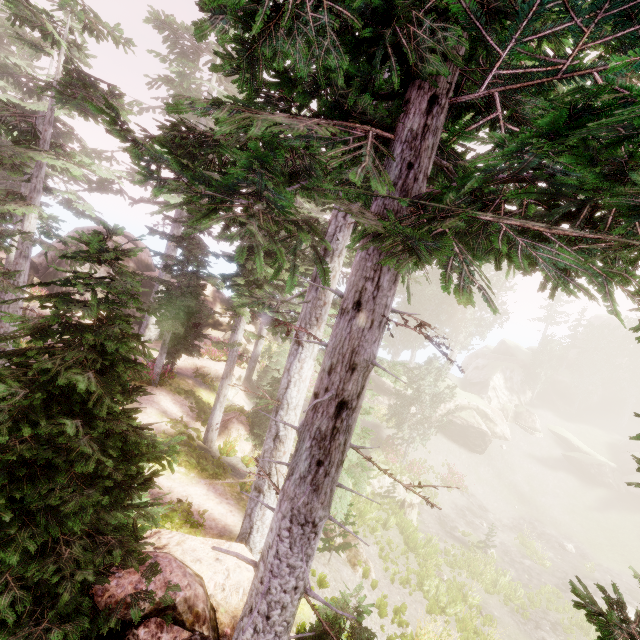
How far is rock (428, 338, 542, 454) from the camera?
32.8 meters

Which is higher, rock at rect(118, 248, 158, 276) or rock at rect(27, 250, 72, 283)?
rock at rect(118, 248, 158, 276)

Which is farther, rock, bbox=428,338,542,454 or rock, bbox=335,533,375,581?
rock, bbox=428,338,542,454

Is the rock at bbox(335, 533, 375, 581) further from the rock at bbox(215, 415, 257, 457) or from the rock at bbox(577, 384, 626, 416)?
the rock at bbox(577, 384, 626, 416)

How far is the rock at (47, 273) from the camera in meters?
24.5

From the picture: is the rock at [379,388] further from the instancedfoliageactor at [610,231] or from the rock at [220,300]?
the rock at [220,300]

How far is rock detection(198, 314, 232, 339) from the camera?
28.3m

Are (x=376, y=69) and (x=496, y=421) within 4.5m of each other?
no
